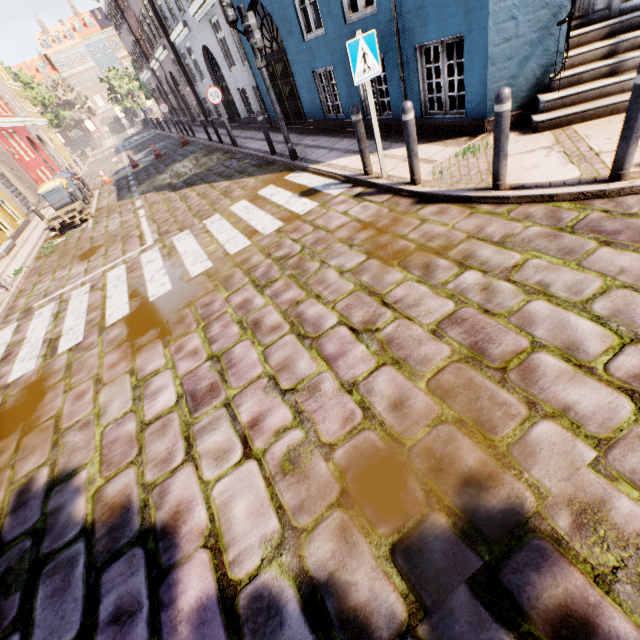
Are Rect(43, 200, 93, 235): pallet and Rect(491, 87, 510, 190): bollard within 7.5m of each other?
no

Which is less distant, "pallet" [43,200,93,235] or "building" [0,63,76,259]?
"pallet" [43,200,93,235]

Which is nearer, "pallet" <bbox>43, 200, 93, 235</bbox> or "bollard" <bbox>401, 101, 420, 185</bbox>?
"bollard" <bbox>401, 101, 420, 185</bbox>

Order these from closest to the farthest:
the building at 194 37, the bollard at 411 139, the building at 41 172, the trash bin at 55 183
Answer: the bollard at 411 139 → the trash bin at 55 183 → the building at 194 37 → the building at 41 172

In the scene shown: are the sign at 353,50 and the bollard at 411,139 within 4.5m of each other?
yes

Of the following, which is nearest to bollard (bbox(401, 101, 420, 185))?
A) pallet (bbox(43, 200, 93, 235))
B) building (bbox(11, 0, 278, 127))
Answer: building (bbox(11, 0, 278, 127))

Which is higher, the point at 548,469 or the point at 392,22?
the point at 392,22

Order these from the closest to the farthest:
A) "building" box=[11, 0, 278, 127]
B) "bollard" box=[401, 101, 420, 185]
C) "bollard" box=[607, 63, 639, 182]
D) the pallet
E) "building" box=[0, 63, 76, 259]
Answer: "bollard" box=[607, 63, 639, 182], "bollard" box=[401, 101, 420, 185], the pallet, "building" box=[11, 0, 278, 127], "building" box=[0, 63, 76, 259]
